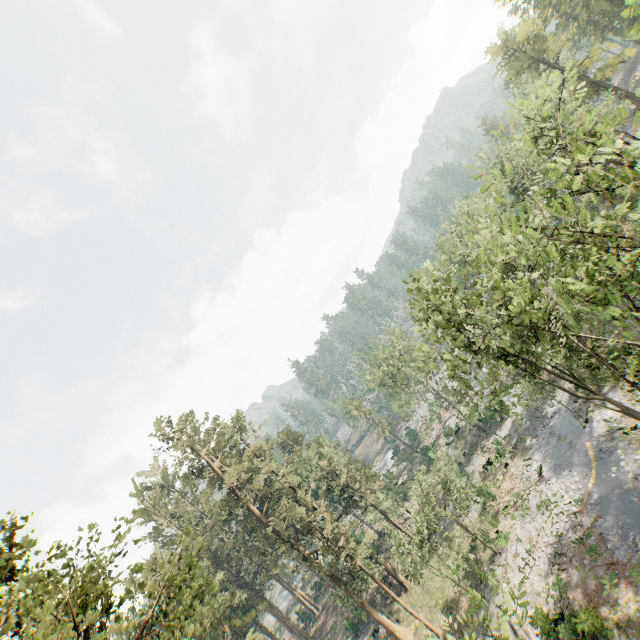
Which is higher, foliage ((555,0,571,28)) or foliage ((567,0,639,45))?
foliage ((555,0,571,28))

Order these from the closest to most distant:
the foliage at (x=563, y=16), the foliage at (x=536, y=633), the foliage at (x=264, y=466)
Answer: the foliage at (x=264, y=466), the foliage at (x=536, y=633), the foliage at (x=563, y=16)

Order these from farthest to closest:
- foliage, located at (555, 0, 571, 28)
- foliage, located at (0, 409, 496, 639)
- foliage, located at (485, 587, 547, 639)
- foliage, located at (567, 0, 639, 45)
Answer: foliage, located at (555, 0, 571, 28)
foliage, located at (485, 587, 547, 639)
foliage, located at (567, 0, 639, 45)
foliage, located at (0, 409, 496, 639)

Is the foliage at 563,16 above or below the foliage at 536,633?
above

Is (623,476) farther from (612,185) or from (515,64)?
(515,64)

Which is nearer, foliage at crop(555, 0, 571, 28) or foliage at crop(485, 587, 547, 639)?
foliage at crop(485, 587, 547, 639)
